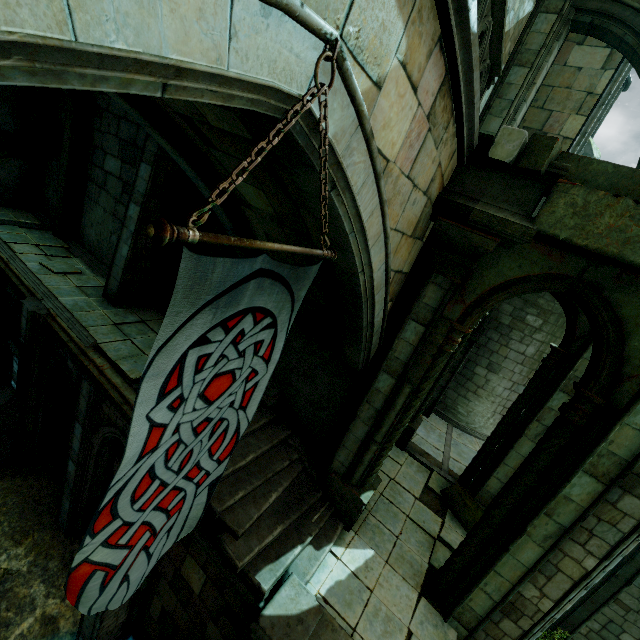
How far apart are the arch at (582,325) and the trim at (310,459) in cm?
600

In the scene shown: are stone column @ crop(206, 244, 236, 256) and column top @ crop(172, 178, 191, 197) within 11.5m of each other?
yes

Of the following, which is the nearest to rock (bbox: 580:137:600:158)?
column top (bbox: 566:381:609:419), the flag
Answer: the flag

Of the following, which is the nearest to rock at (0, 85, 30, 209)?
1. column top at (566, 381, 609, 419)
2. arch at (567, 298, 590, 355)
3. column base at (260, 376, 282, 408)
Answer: column base at (260, 376, 282, 408)

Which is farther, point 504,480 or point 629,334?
point 504,480

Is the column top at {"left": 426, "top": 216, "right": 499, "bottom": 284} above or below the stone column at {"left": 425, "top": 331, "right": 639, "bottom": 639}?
above

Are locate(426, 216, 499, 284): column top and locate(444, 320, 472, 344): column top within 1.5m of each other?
yes

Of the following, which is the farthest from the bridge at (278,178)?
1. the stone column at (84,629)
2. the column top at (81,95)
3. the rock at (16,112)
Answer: the column top at (81,95)
